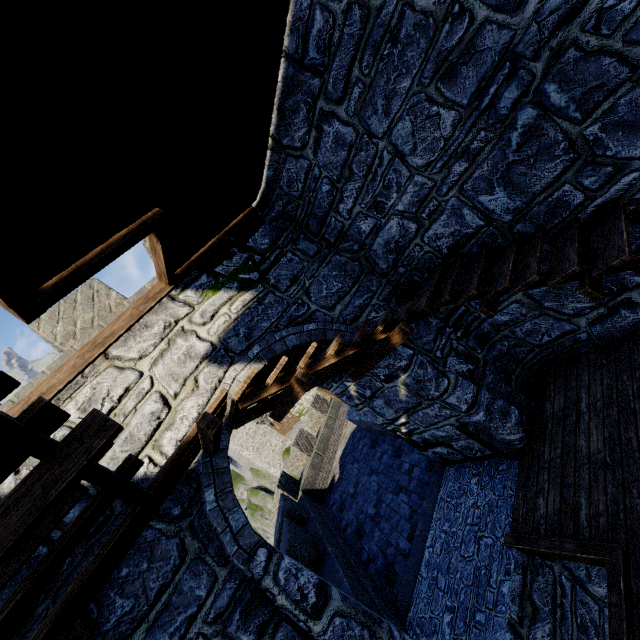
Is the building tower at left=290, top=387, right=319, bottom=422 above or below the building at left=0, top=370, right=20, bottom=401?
below

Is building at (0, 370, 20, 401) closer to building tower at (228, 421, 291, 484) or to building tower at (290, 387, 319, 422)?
building tower at (290, 387, 319, 422)

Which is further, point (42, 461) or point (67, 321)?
point (67, 321)

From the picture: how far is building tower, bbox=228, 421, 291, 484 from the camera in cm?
Result: 3612

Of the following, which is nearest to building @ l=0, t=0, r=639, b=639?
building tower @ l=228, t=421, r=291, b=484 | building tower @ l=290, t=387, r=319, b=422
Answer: building tower @ l=290, t=387, r=319, b=422

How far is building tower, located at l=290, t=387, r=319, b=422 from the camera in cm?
2275

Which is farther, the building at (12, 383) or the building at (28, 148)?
the building at (28, 148)

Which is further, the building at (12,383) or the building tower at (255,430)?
the building tower at (255,430)
